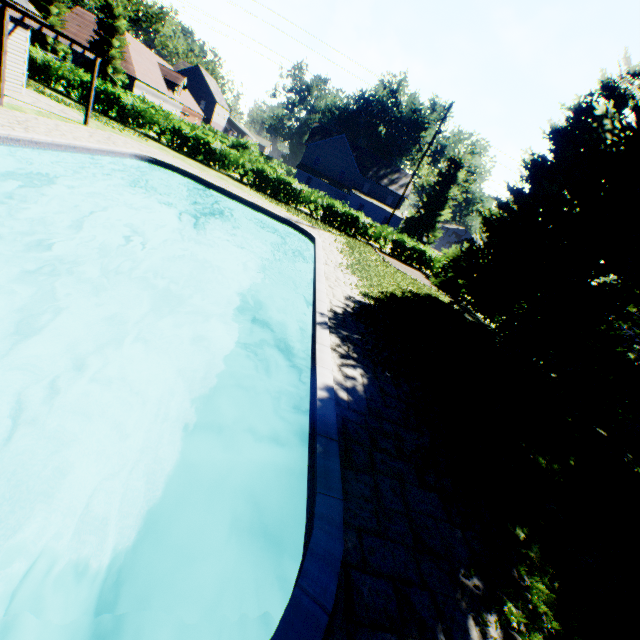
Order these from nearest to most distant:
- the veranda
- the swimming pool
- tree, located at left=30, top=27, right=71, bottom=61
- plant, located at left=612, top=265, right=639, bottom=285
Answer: the swimming pool
the veranda
plant, located at left=612, top=265, right=639, bottom=285
tree, located at left=30, top=27, right=71, bottom=61

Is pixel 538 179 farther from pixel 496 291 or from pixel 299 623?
pixel 299 623

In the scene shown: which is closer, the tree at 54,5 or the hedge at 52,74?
the hedge at 52,74

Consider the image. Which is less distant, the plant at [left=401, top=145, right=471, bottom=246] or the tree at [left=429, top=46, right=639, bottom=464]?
the tree at [left=429, top=46, right=639, bottom=464]

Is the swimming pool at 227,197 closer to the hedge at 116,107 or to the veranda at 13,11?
the veranda at 13,11

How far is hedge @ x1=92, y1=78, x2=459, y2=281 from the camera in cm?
2309

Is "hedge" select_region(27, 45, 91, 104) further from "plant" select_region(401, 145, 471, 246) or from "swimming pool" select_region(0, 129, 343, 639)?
"swimming pool" select_region(0, 129, 343, 639)

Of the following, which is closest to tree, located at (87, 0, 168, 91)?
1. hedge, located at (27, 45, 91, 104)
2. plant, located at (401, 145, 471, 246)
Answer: hedge, located at (27, 45, 91, 104)
